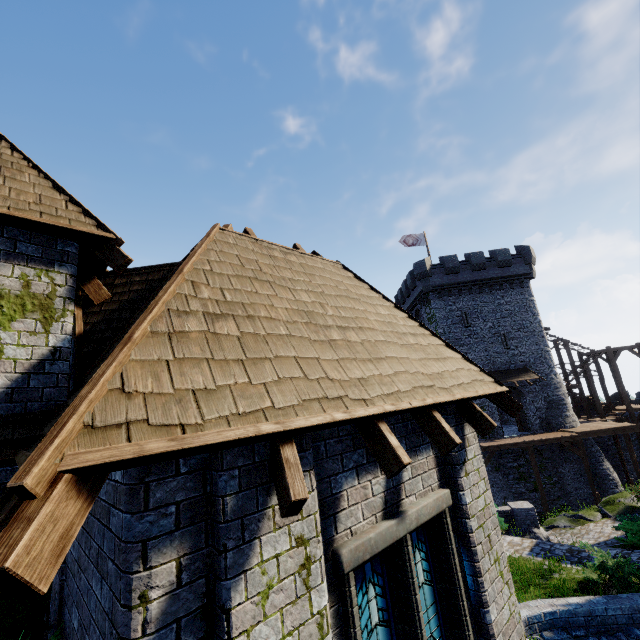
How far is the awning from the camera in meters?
28.2 m

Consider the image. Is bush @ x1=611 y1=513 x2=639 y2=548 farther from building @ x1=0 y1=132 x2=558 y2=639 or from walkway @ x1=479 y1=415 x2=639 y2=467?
walkway @ x1=479 y1=415 x2=639 y2=467

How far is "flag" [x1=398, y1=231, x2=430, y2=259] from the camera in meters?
33.8

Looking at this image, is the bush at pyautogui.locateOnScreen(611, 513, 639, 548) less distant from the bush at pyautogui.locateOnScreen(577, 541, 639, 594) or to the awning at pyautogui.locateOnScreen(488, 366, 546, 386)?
the bush at pyautogui.locateOnScreen(577, 541, 639, 594)

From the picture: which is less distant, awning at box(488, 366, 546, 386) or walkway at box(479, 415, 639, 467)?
walkway at box(479, 415, 639, 467)

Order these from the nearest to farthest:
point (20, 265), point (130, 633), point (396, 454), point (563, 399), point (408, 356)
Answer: point (130, 633)
point (396, 454)
point (20, 265)
point (408, 356)
point (563, 399)

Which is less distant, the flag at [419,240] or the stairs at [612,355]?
the stairs at [612,355]

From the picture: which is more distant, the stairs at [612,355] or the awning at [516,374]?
the stairs at [612,355]
